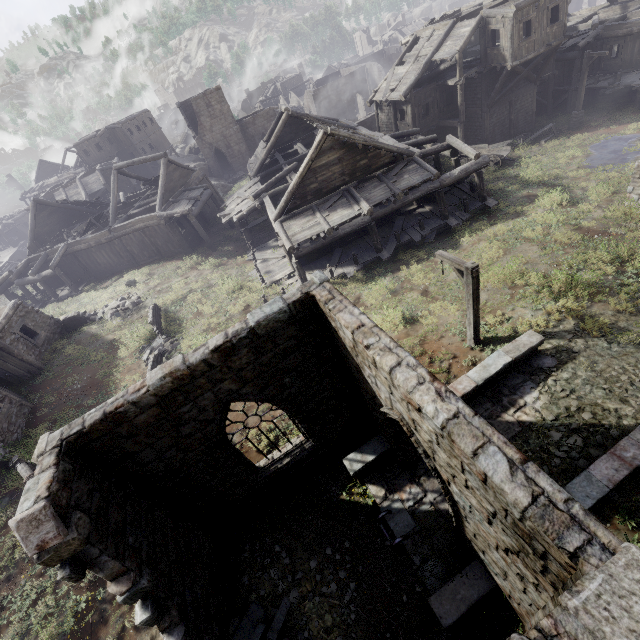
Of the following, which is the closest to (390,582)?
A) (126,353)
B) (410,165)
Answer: (126,353)

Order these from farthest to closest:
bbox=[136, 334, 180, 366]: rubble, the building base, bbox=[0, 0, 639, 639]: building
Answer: the building base < bbox=[136, 334, 180, 366]: rubble < bbox=[0, 0, 639, 639]: building

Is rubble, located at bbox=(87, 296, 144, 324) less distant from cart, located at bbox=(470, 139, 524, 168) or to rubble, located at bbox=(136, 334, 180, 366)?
rubble, located at bbox=(136, 334, 180, 366)

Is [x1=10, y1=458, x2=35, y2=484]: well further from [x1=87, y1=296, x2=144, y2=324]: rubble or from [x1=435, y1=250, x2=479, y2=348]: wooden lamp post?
[x1=435, y1=250, x2=479, y2=348]: wooden lamp post

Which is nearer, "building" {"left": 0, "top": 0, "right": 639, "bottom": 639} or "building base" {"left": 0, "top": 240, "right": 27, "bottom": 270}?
"building" {"left": 0, "top": 0, "right": 639, "bottom": 639}

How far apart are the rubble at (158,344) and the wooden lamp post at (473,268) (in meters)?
12.84

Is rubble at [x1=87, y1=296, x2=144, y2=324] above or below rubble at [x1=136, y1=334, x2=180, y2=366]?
above

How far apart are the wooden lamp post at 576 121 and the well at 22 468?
35.1 meters
